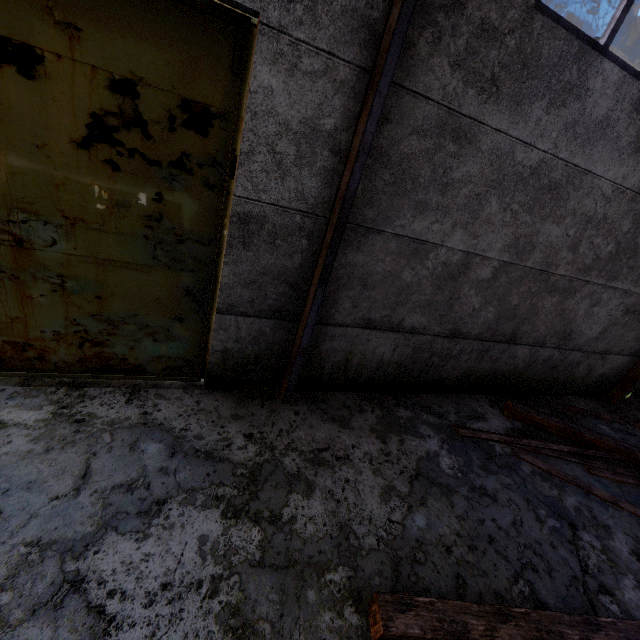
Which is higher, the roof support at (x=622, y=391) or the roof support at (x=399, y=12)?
the roof support at (x=399, y=12)

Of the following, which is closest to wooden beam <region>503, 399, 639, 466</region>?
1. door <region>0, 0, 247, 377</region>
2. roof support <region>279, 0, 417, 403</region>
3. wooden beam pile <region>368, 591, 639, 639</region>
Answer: wooden beam pile <region>368, 591, 639, 639</region>

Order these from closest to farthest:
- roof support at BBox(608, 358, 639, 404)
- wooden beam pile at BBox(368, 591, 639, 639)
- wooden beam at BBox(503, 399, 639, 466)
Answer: wooden beam pile at BBox(368, 591, 639, 639) → wooden beam at BBox(503, 399, 639, 466) → roof support at BBox(608, 358, 639, 404)

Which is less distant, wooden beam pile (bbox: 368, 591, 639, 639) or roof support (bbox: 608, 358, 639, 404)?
wooden beam pile (bbox: 368, 591, 639, 639)

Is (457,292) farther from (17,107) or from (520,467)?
(17,107)

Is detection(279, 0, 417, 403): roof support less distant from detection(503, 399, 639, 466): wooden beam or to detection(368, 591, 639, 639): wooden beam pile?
detection(368, 591, 639, 639): wooden beam pile

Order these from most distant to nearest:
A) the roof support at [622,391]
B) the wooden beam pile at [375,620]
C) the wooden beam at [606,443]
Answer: the roof support at [622,391] < the wooden beam at [606,443] < the wooden beam pile at [375,620]

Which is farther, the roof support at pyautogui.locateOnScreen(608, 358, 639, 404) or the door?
the roof support at pyautogui.locateOnScreen(608, 358, 639, 404)
